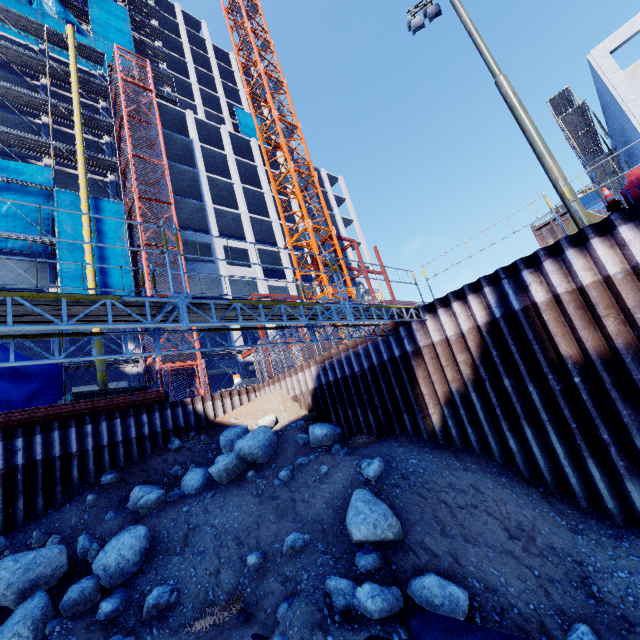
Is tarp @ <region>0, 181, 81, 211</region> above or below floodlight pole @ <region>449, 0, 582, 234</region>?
above

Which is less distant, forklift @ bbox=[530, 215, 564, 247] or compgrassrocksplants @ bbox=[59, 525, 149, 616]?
compgrassrocksplants @ bbox=[59, 525, 149, 616]

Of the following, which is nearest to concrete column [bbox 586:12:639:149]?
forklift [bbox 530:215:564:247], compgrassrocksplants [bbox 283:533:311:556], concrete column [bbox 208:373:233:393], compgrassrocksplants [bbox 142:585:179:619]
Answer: forklift [bbox 530:215:564:247]

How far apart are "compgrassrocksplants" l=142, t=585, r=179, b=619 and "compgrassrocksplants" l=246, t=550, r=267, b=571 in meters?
1.7 m

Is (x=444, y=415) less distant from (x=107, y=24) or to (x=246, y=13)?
(x=246, y=13)

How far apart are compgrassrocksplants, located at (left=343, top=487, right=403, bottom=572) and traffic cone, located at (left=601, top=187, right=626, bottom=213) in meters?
8.5 m

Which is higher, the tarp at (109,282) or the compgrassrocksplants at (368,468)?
the tarp at (109,282)

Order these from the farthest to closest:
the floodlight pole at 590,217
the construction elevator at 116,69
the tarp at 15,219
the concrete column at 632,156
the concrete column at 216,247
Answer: the concrete column at 216,247, the construction elevator at 116,69, the tarp at 15,219, the concrete column at 632,156, the floodlight pole at 590,217
